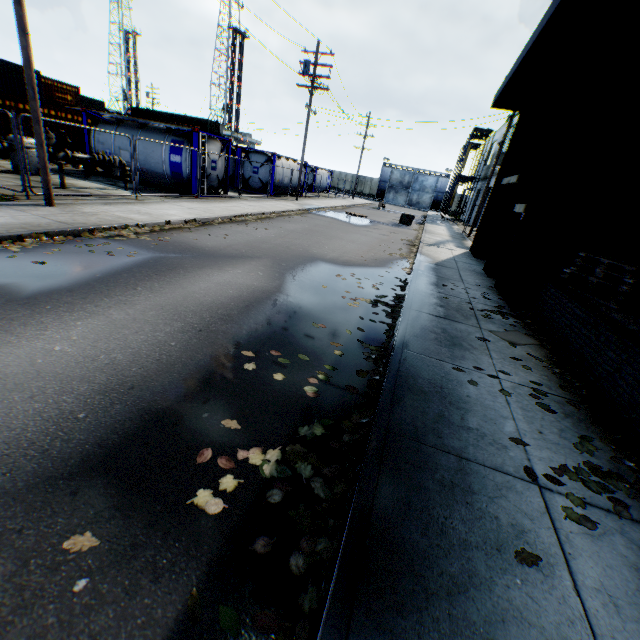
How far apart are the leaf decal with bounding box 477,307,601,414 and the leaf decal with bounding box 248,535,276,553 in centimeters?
156cm

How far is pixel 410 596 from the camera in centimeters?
185cm

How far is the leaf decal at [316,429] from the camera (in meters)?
3.10

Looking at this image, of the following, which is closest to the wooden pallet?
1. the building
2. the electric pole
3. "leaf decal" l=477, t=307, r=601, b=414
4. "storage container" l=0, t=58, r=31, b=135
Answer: the building

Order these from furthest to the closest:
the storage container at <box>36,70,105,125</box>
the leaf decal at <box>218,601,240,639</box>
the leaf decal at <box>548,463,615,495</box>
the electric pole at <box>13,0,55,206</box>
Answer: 1. the storage container at <box>36,70,105,125</box>
2. the electric pole at <box>13,0,55,206</box>
3. the leaf decal at <box>548,463,615,495</box>
4. the leaf decal at <box>218,601,240,639</box>

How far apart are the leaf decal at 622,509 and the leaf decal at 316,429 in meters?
1.6

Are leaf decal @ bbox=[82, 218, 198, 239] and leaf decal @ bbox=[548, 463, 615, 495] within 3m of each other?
no

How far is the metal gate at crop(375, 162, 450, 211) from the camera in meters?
54.6
